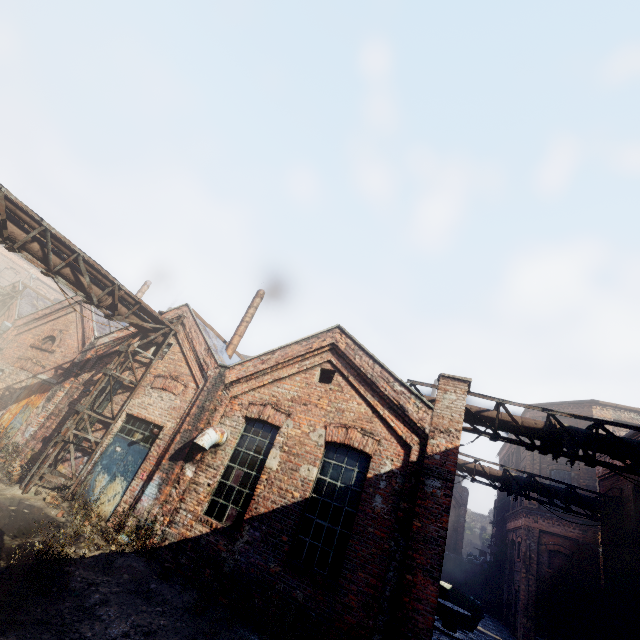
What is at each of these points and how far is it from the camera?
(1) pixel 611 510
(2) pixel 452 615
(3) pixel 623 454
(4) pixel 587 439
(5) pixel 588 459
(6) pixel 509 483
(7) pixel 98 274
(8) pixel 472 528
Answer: (1) pipe, 12.4 meters
(2) spool, 14.3 meters
(3) pipe, 7.7 meters
(4) pipe, 8.0 meters
(5) scaffolding, 7.9 meters
(6) pipe, 13.9 meters
(7) pipe, 9.9 meters
(8) building, 57.3 meters

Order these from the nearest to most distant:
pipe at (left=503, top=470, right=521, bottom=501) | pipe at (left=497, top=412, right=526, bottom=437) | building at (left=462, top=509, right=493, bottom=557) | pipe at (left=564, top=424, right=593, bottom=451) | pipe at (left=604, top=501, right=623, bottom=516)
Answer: pipe at (left=564, top=424, right=593, bottom=451)
pipe at (left=497, top=412, right=526, bottom=437)
pipe at (left=604, top=501, right=623, bottom=516)
pipe at (left=503, top=470, right=521, bottom=501)
building at (left=462, top=509, right=493, bottom=557)

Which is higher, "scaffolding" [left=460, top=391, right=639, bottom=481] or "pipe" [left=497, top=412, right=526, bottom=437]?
"pipe" [left=497, top=412, right=526, bottom=437]

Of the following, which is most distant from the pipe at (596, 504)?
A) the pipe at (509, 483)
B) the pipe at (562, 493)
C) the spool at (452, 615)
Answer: the spool at (452, 615)

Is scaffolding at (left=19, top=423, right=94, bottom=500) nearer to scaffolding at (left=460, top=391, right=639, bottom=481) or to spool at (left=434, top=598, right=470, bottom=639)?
scaffolding at (left=460, top=391, right=639, bottom=481)

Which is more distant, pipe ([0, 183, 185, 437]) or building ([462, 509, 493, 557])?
building ([462, 509, 493, 557])

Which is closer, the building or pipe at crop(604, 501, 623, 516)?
pipe at crop(604, 501, 623, 516)

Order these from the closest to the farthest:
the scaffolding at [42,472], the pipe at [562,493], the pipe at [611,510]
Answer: the scaffolding at [42,472] → the pipe at [611,510] → the pipe at [562,493]
